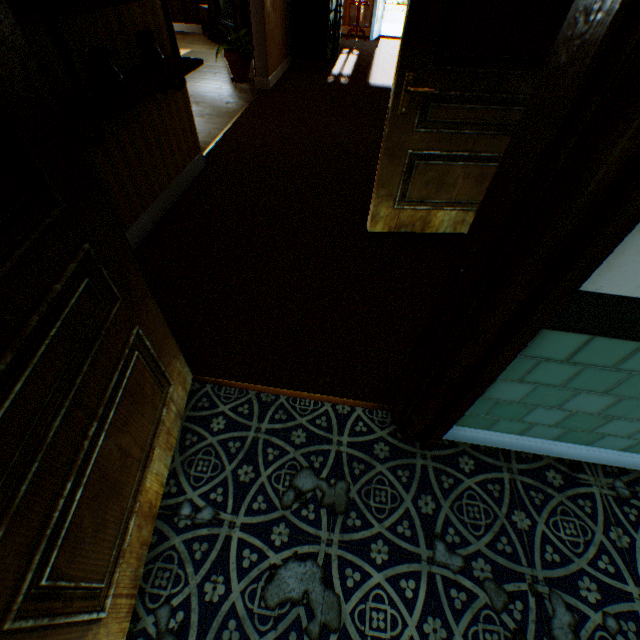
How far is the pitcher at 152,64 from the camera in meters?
2.2 m

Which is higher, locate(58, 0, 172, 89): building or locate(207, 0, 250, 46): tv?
locate(58, 0, 172, 89): building

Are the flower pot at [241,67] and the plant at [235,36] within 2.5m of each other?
yes

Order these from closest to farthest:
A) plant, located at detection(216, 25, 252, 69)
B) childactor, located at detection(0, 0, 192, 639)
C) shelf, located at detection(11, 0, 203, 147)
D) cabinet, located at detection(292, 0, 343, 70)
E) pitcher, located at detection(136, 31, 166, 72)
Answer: childactor, located at detection(0, 0, 192, 639), shelf, located at detection(11, 0, 203, 147), pitcher, located at detection(136, 31, 166, 72), plant, located at detection(216, 25, 252, 69), cabinet, located at detection(292, 0, 343, 70)

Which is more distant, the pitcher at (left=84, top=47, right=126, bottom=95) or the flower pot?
the flower pot

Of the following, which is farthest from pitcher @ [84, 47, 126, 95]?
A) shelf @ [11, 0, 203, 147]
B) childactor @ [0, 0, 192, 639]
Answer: childactor @ [0, 0, 192, 639]

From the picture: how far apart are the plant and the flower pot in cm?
3

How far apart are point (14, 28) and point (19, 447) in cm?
95
